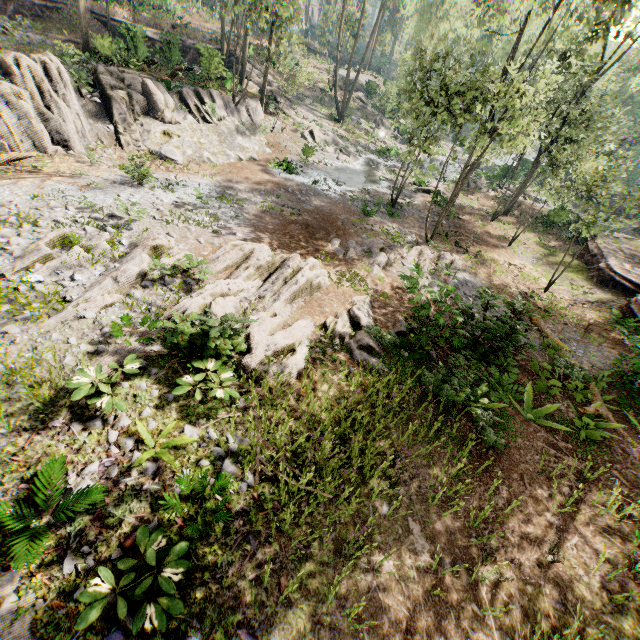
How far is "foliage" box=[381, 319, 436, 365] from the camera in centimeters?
1030cm

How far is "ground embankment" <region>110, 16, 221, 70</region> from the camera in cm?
2102

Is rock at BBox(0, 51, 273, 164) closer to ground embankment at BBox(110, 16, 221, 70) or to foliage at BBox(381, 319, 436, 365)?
foliage at BBox(381, 319, 436, 365)

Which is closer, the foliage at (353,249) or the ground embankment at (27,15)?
the foliage at (353,249)

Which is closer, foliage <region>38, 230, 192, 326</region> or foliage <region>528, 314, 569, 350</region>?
foliage <region>38, 230, 192, 326</region>

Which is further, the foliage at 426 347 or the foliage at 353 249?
the foliage at 353 249

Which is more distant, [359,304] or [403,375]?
[359,304]

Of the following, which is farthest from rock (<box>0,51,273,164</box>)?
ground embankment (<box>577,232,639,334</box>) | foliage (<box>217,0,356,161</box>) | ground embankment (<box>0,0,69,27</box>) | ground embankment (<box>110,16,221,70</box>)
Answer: ground embankment (<box>577,232,639,334</box>)
